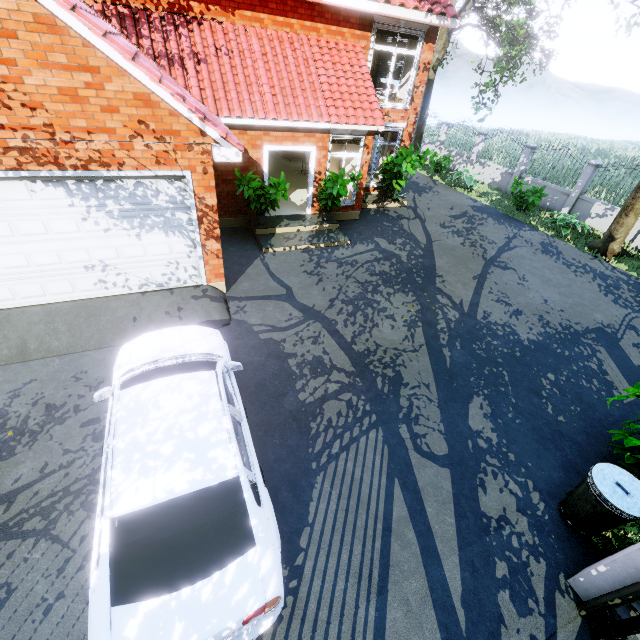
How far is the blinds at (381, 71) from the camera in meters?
13.9 m

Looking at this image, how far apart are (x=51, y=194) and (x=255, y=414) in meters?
5.2

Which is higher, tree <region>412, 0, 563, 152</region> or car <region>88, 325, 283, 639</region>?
tree <region>412, 0, 563, 152</region>

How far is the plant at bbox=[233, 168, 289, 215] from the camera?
9.3 meters

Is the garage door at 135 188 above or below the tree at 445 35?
below

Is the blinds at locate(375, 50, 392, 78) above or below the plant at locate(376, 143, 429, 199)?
above

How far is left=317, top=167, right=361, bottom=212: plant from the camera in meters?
10.0 m

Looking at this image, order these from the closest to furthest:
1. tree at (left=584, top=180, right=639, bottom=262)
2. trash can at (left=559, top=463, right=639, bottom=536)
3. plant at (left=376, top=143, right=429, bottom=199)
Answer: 1. trash can at (left=559, top=463, right=639, bottom=536)
2. tree at (left=584, top=180, right=639, bottom=262)
3. plant at (left=376, top=143, right=429, bottom=199)
